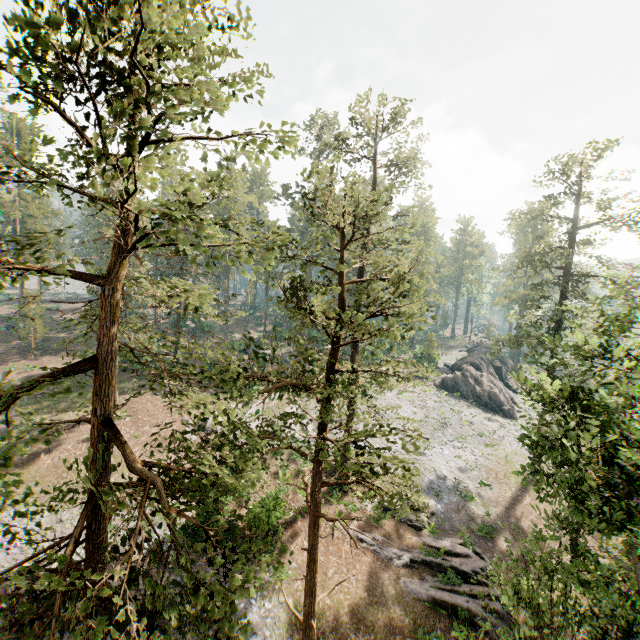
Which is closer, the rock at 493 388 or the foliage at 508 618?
the foliage at 508 618

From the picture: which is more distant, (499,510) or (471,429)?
(471,429)

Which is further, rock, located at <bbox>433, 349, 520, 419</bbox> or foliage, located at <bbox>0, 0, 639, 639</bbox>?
rock, located at <bbox>433, 349, 520, 419</bbox>

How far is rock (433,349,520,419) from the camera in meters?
43.3

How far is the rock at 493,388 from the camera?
43.3 meters
